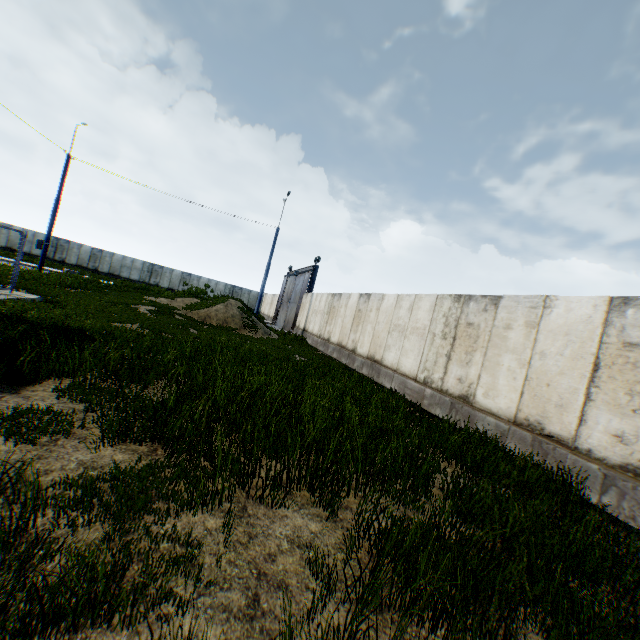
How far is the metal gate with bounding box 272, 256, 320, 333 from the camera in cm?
2691

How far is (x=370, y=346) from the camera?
14.0m

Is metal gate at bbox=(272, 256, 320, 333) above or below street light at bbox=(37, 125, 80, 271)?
below

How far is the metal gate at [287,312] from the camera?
26.9m

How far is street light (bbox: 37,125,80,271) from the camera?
19.7 meters

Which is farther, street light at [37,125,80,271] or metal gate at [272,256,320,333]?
metal gate at [272,256,320,333]

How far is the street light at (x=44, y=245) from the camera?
19.7 meters
